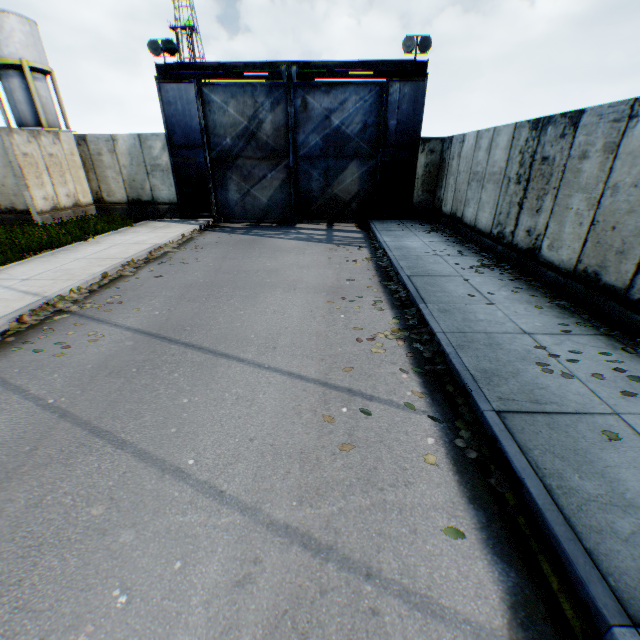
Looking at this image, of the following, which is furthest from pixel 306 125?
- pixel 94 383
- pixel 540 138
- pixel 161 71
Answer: pixel 94 383

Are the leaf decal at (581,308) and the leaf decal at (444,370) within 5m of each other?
yes

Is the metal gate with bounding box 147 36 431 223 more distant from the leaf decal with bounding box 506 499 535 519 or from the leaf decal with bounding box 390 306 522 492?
the leaf decal with bounding box 506 499 535 519

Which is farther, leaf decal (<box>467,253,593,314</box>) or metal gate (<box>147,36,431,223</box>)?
metal gate (<box>147,36,431,223</box>)

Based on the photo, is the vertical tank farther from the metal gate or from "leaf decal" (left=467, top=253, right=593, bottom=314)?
"leaf decal" (left=467, top=253, right=593, bottom=314)

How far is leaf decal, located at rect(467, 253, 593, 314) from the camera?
5.9 meters

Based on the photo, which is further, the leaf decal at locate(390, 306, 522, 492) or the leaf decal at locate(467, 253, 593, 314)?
the leaf decal at locate(467, 253, 593, 314)

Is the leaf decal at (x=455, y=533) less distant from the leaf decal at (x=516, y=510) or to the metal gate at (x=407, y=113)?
the leaf decal at (x=516, y=510)
